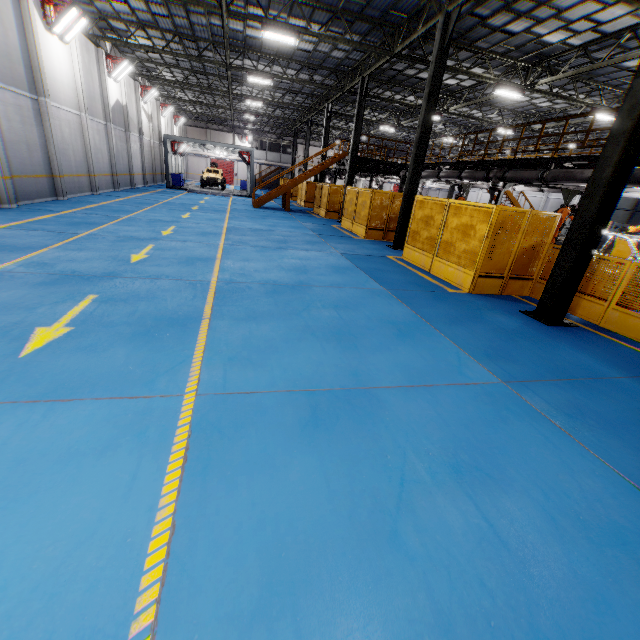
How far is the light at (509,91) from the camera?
16.36m

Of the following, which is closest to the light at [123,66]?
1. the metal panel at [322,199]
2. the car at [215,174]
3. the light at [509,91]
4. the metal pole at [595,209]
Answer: the car at [215,174]

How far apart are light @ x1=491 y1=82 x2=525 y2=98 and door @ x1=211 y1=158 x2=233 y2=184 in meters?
47.2 m

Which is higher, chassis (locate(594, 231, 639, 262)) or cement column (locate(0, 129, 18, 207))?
chassis (locate(594, 231, 639, 262))

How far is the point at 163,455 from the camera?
2.66m

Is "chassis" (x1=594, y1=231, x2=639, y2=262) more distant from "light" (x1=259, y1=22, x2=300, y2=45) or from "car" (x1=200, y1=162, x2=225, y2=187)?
"car" (x1=200, y1=162, x2=225, y2=187)

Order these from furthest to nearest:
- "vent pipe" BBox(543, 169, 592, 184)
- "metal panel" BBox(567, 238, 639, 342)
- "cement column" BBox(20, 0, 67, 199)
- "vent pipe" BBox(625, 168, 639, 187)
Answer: "cement column" BBox(20, 0, 67, 199), "vent pipe" BBox(543, 169, 592, 184), "vent pipe" BBox(625, 168, 639, 187), "metal panel" BBox(567, 238, 639, 342)

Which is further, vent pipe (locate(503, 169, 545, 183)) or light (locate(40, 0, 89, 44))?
light (locate(40, 0, 89, 44))
